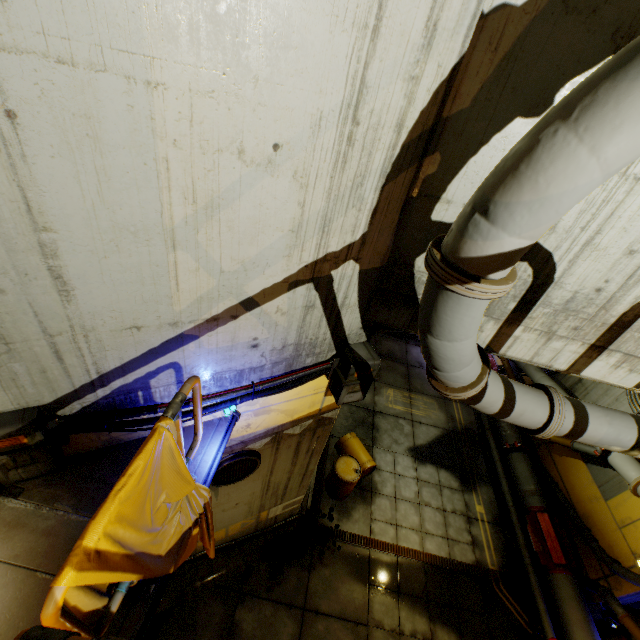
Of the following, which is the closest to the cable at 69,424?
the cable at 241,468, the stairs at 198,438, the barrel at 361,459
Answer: the stairs at 198,438

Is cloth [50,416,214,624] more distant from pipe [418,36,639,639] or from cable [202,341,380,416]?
pipe [418,36,639,639]

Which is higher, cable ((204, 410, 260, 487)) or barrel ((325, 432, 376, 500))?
cable ((204, 410, 260, 487))

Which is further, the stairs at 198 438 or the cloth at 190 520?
the stairs at 198 438

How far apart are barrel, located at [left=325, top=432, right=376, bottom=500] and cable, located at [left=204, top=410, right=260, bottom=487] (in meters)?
4.09

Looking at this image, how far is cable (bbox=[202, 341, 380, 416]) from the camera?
3.67m

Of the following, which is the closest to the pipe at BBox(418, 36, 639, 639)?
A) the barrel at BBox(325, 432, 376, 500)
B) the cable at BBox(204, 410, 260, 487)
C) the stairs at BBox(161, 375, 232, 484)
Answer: the stairs at BBox(161, 375, 232, 484)

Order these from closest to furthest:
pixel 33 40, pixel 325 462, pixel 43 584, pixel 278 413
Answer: pixel 33 40 → pixel 43 584 → pixel 278 413 → pixel 325 462
